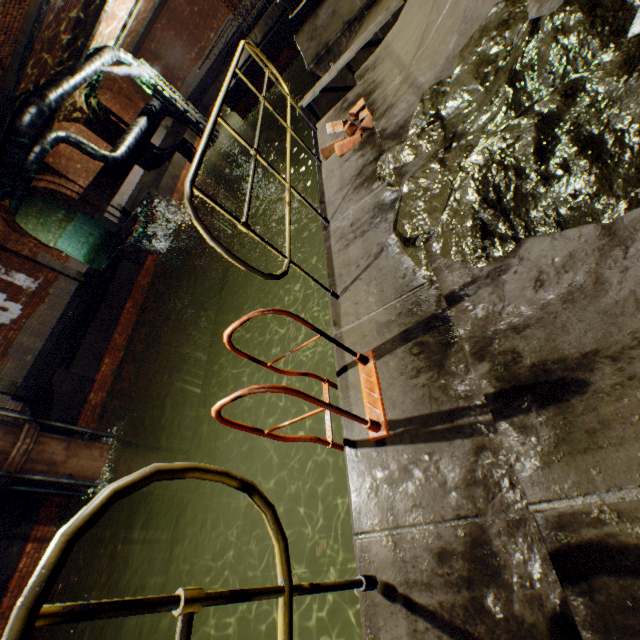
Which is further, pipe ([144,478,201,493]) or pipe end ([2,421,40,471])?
pipe ([144,478,201,493])

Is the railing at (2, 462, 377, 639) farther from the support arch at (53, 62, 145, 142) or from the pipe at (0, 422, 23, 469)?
the support arch at (53, 62, 145, 142)

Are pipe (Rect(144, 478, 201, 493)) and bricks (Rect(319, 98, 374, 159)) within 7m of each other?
no

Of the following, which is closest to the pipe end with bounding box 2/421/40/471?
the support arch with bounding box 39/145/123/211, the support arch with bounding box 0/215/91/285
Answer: the support arch with bounding box 0/215/91/285

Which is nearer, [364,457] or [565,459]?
[565,459]

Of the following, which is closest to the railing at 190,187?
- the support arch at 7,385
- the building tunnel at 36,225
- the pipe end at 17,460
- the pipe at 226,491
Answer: the pipe end at 17,460

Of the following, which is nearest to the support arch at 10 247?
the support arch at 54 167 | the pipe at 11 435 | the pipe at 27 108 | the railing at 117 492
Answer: the pipe at 27 108

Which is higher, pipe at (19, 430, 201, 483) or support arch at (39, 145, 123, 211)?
support arch at (39, 145, 123, 211)
